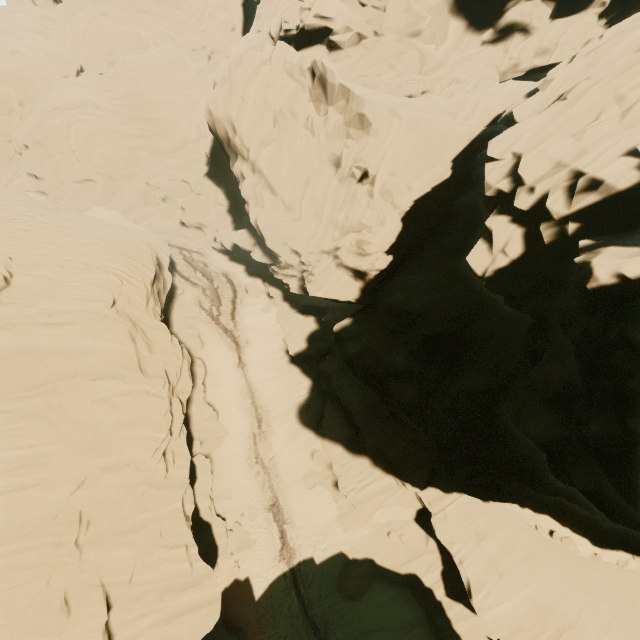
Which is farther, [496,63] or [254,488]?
[496,63]
